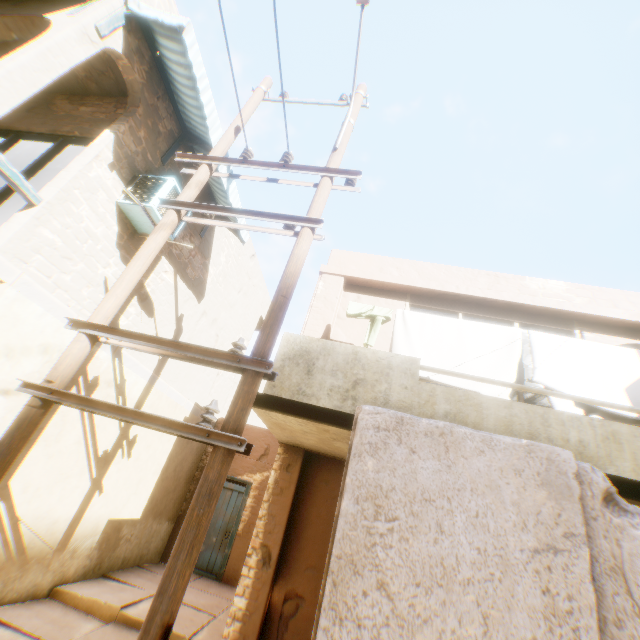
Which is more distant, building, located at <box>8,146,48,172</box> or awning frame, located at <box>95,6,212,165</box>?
building, located at <box>8,146,48,172</box>

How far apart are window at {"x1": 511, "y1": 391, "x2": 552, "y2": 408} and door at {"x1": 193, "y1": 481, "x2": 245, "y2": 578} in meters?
6.9

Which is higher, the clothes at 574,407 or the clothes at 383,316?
the clothes at 383,316

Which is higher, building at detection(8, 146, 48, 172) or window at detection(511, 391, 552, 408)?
building at detection(8, 146, 48, 172)

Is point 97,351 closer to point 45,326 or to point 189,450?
point 45,326

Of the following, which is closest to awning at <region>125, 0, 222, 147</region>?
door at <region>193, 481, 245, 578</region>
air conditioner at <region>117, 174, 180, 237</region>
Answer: air conditioner at <region>117, 174, 180, 237</region>

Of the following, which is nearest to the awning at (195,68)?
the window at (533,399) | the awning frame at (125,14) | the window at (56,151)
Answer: the awning frame at (125,14)

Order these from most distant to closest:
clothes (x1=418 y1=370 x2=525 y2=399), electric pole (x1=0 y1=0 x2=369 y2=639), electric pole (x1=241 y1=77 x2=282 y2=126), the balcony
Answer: electric pole (x1=241 y1=77 x2=282 y2=126)
clothes (x1=418 y1=370 x2=525 y2=399)
the balcony
electric pole (x1=0 y1=0 x2=369 y2=639)
